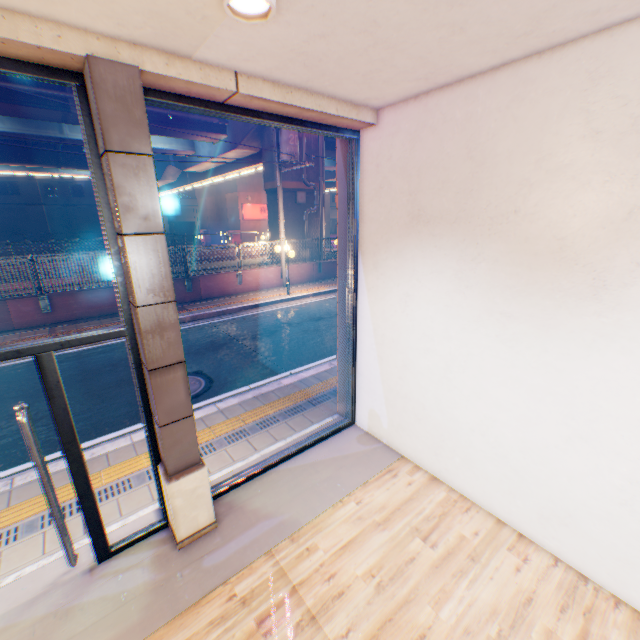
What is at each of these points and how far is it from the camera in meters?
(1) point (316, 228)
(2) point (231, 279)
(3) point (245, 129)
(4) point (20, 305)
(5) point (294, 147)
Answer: (1) overpass support, 18.3
(2) concrete block, 14.3
(3) overpass support, 16.7
(4) concrete block, 10.1
(5) electric pole, 13.1

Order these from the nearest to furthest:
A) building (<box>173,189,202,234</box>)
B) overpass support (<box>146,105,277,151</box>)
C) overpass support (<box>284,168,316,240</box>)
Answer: overpass support (<box>146,105,277,151</box>)
overpass support (<box>284,168,316,240</box>)
building (<box>173,189,202,234</box>)

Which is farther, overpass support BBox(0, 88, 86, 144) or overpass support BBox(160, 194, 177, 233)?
overpass support BBox(160, 194, 177, 233)

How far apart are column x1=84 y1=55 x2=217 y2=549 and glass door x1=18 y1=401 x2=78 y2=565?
0.8 meters

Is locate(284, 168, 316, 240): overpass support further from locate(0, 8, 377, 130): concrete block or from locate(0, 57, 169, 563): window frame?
locate(0, 57, 169, 563): window frame

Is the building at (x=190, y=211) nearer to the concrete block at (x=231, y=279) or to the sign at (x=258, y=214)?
the sign at (x=258, y=214)

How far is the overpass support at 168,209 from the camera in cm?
4019

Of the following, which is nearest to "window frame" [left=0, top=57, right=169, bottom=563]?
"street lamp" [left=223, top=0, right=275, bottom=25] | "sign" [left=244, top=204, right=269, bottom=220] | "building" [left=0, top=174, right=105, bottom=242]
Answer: "street lamp" [left=223, top=0, right=275, bottom=25]
